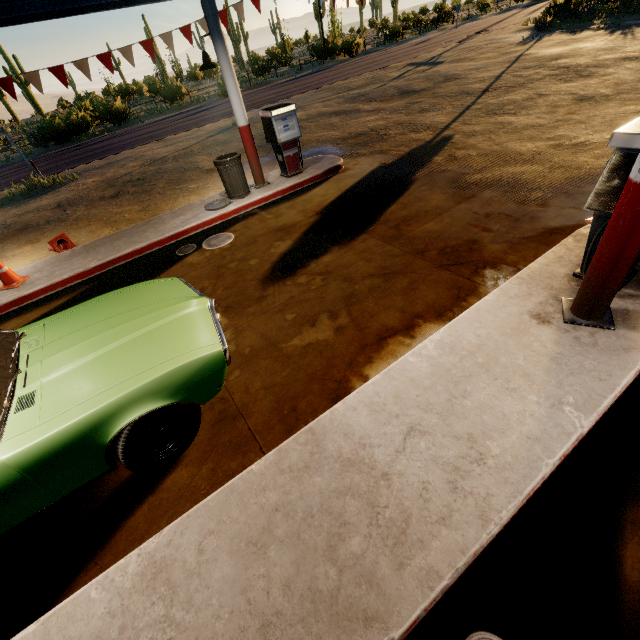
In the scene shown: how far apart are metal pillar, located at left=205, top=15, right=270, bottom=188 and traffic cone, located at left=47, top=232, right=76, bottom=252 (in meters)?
4.44

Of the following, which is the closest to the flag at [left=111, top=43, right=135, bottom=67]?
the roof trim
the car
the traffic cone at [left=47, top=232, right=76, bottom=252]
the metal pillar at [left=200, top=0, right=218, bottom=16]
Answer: the roof trim

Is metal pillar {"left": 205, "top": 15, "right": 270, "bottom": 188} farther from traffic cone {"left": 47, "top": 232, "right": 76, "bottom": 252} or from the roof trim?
traffic cone {"left": 47, "top": 232, "right": 76, "bottom": 252}

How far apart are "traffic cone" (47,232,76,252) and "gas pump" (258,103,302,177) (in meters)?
5.29

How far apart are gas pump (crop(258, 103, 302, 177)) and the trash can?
0.9m

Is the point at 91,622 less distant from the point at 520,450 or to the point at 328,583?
the point at 328,583

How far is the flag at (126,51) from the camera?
7.2 meters

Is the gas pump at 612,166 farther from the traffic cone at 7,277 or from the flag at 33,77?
the traffic cone at 7,277
